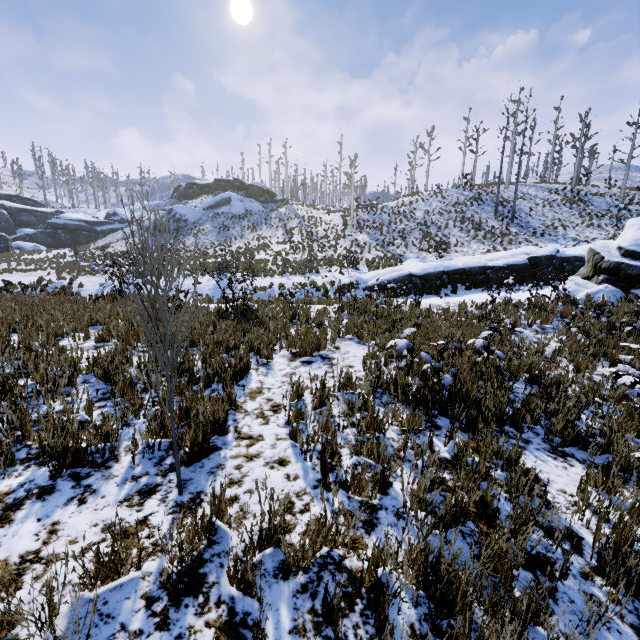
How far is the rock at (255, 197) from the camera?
41.5m

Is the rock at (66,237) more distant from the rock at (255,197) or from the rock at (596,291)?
the rock at (596,291)

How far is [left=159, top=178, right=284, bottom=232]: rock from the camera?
41.5m

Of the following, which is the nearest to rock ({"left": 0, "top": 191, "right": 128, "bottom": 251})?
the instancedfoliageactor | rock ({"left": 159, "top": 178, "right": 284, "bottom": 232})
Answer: rock ({"left": 159, "top": 178, "right": 284, "bottom": 232})

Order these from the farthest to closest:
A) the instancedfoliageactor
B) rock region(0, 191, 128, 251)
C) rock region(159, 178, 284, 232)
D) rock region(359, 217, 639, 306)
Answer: rock region(0, 191, 128, 251) < rock region(159, 178, 284, 232) < rock region(359, 217, 639, 306) < the instancedfoliageactor

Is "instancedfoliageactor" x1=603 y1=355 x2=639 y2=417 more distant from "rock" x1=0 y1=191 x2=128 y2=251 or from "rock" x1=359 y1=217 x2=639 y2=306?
"rock" x1=0 y1=191 x2=128 y2=251

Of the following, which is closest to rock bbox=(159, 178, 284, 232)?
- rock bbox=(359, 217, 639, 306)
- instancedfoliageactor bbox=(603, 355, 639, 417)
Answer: rock bbox=(359, 217, 639, 306)

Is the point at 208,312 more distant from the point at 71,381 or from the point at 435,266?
the point at 435,266
